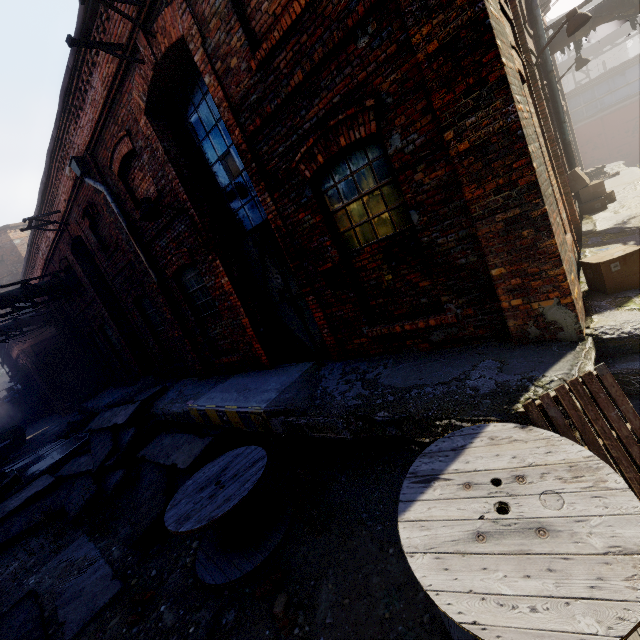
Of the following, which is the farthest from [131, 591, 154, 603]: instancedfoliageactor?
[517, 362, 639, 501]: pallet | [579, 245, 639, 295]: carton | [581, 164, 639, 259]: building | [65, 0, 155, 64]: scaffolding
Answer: [65, 0, 155, 64]: scaffolding

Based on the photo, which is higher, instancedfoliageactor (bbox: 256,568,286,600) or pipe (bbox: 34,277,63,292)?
pipe (bbox: 34,277,63,292)

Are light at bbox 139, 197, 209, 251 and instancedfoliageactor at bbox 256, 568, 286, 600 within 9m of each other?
yes

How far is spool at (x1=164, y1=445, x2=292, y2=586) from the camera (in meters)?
4.08

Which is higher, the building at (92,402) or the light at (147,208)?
the light at (147,208)

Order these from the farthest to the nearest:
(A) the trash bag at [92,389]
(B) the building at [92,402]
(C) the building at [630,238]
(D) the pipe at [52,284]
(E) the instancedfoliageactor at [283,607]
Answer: (A) the trash bag at [92,389], (B) the building at [92,402], (D) the pipe at [52,284], (C) the building at [630,238], (E) the instancedfoliageactor at [283,607]

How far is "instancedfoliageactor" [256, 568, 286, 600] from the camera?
3.73m

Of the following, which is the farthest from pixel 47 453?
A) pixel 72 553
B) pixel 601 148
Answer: pixel 601 148
